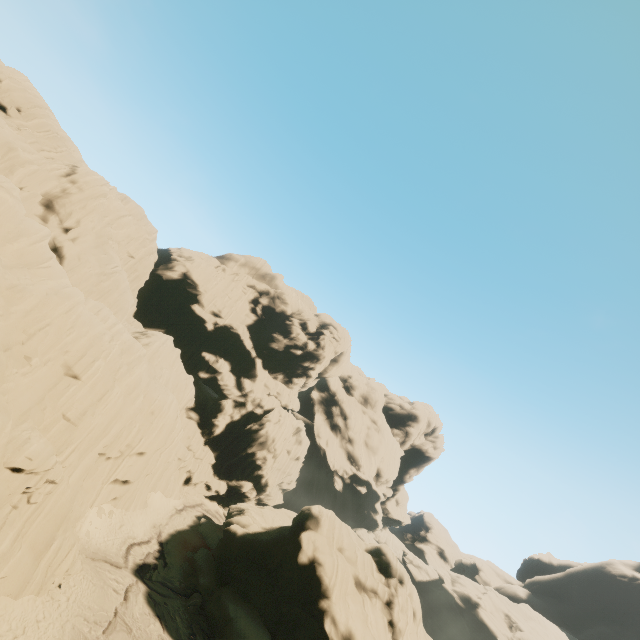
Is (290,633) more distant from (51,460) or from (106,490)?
(51,460)
